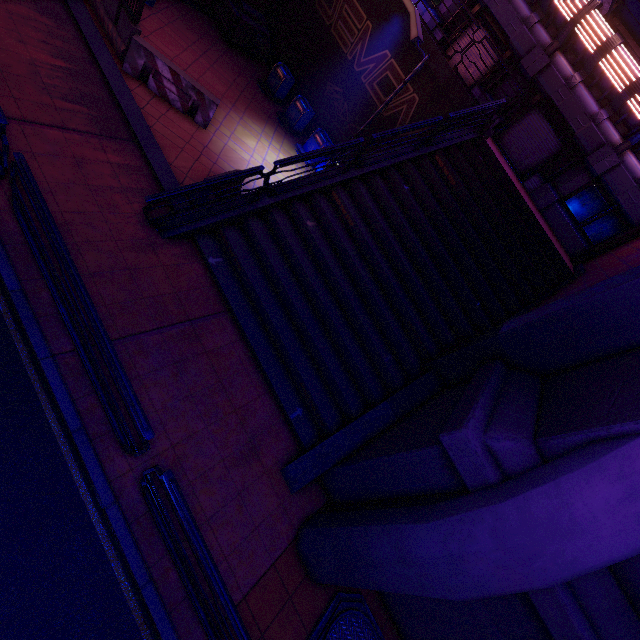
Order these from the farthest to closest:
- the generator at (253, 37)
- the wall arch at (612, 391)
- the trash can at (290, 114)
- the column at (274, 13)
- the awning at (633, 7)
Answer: the column at (274, 13) < the trash can at (290, 114) < the generator at (253, 37) < the awning at (633, 7) < the wall arch at (612, 391)

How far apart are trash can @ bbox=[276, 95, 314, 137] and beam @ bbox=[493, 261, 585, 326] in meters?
11.5 m

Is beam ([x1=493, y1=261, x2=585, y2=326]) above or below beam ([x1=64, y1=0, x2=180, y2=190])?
above

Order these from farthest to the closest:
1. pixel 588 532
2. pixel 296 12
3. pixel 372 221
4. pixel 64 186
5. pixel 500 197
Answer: pixel 296 12, pixel 500 197, pixel 372 221, pixel 64 186, pixel 588 532

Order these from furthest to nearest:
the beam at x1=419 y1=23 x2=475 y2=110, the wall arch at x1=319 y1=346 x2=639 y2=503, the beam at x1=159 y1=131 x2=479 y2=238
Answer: the beam at x1=419 y1=23 x2=475 y2=110 → the beam at x1=159 y1=131 x2=479 y2=238 → the wall arch at x1=319 y1=346 x2=639 y2=503

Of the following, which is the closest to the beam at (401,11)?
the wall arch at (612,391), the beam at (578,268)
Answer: the beam at (578,268)

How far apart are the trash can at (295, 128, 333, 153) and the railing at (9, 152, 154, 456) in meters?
10.5

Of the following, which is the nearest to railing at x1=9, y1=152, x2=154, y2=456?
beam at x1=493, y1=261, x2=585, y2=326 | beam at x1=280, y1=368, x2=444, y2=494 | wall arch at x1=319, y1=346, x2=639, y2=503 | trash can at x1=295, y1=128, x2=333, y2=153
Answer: beam at x1=280, y1=368, x2=444, y2=494
